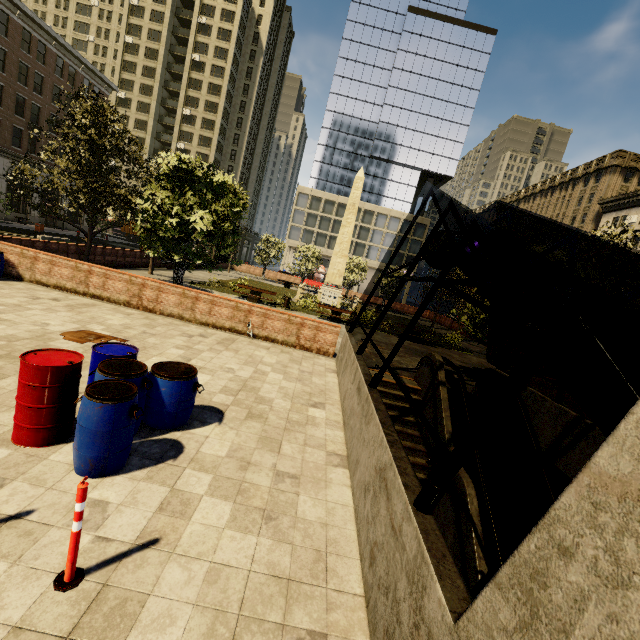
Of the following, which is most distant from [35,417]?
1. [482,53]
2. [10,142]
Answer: [482,53]

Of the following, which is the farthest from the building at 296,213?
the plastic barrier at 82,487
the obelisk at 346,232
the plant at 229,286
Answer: the plastic barrier at 82,487

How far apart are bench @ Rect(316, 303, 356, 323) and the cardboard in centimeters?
1304cm

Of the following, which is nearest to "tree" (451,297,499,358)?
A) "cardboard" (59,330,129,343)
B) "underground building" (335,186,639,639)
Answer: "underground building" (335,186,639,639)

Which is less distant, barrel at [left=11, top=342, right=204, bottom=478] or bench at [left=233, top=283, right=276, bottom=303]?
barrel at [left=11, top=342, right=204, bottom=478]

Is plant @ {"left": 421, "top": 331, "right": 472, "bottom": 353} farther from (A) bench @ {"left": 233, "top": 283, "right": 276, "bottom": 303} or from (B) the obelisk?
(B) the obelisk

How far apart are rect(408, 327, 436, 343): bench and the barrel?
16.8m

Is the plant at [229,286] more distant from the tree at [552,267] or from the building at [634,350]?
the building at [634,350]
